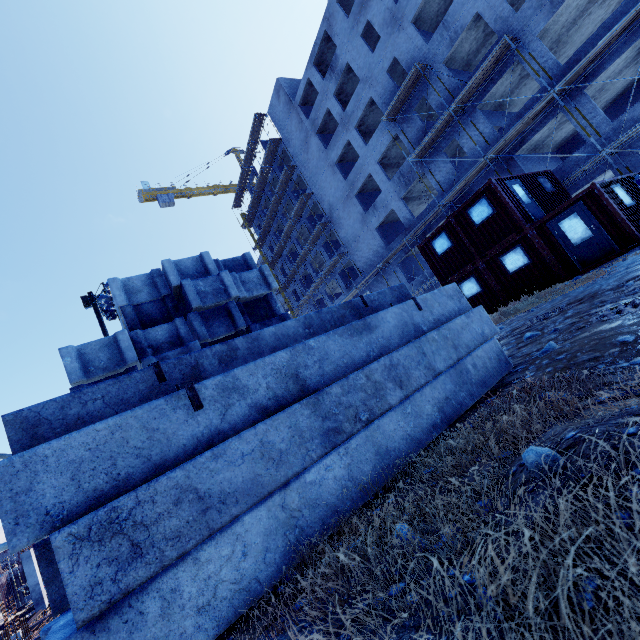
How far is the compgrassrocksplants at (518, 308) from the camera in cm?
827

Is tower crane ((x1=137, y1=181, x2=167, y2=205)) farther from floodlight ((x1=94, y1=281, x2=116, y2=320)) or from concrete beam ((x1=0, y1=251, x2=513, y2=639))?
concrete beam ((x1=0, y1=251, x2=513, y2=639))

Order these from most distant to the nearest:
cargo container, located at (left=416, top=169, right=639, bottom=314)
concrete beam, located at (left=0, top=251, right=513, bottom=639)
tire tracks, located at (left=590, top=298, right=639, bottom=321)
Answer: cargo container, located at (left=416, top=169, right=639, bottom=314) < tire tracks, located at (left=590, top=298, right=639, bottom=321) < concrete beam, located at (left=0, top=251, right=513, bottom=639)

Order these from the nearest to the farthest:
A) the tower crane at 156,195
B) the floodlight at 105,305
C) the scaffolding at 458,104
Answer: the scaffolding at 458,104
the floodlight at 105,305
the tower crane at 156,195

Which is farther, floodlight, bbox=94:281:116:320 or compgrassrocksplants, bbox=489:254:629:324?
floodlight, bbox=94:281:116:320

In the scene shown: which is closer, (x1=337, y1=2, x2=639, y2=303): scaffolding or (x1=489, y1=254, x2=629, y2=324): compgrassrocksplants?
(x1=489, y1=254, x2=629, y2=324): compgrassrocksplants

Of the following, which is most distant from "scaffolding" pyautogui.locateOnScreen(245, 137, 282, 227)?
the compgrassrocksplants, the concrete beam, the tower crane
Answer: the concrete beam

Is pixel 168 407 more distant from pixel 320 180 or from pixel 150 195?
pixel 150 195
